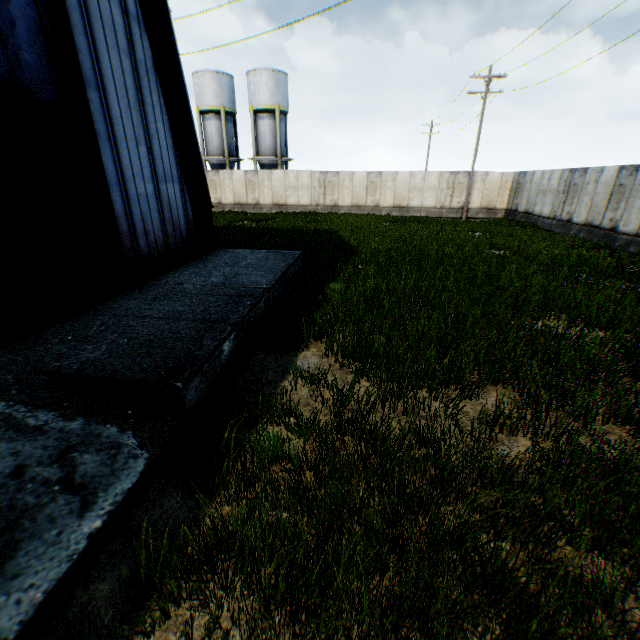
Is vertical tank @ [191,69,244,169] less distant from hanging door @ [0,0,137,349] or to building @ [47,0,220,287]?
building @ [47,0,220,287]

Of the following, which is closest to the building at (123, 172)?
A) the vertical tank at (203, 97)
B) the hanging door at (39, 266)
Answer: the hanging door at (39, 266)

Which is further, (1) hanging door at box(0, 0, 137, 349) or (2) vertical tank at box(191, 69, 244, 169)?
(2) vertical tank at box(191, 69, 244, 169)

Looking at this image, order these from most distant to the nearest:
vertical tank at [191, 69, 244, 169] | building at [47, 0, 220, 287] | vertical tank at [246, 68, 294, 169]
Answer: vertical tank at [191, 69, 244, 169]
vertical tank at [246, 68, 294, 169]
building at [47, 0, 220, 287]

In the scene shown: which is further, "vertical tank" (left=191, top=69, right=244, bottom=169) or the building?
"vertical tank" (left=191, top=69, right=244, bottom=169)

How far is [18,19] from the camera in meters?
5.0 m

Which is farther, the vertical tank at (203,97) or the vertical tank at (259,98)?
the vertical tank at (203,97)

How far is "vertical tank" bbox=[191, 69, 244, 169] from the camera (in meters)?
31.67
